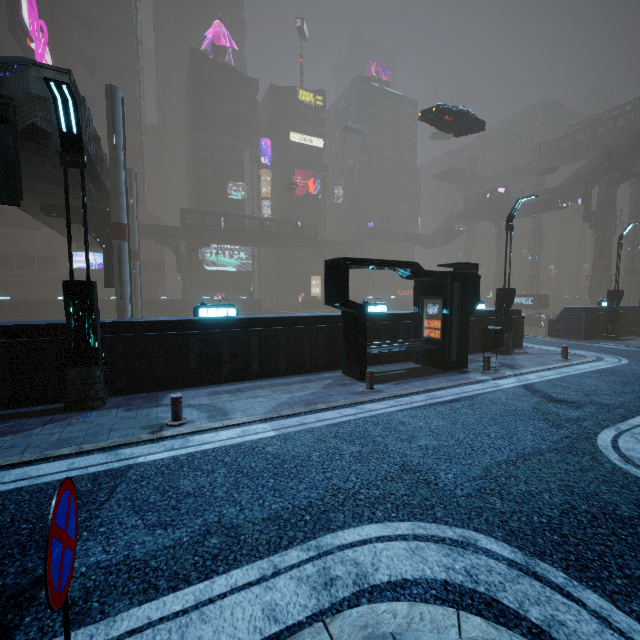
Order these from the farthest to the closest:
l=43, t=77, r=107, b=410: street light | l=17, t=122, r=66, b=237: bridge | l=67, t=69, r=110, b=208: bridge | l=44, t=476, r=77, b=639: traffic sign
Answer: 1. l=67, t=69, r=110, b=208: bridge
2. l=17, t=122, r=66, b=237: bridge
3. l=43, t=77, r=107, b=410: street light
4. l=44, t=476, r=77, b=639: traffic sign

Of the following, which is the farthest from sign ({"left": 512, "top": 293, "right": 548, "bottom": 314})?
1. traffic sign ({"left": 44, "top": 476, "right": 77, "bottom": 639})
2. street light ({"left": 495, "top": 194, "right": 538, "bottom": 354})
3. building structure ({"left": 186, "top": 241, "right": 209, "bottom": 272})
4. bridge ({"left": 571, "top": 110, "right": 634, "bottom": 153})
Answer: traffic sign ({"left": 44, "top": 476, "right": 77, "bottom": 639})

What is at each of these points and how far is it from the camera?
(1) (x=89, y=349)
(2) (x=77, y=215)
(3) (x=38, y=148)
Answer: (1) street light, 7.52m
(2) building structure, 19.33m
(3) bridge, 11.80m

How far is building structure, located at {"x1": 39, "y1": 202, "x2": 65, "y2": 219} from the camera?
18.61m

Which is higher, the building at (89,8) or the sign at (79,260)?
the building at (89,8)

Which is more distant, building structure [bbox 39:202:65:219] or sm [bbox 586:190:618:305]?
sm [bbox 586:190:618:305]

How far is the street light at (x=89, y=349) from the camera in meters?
6.9

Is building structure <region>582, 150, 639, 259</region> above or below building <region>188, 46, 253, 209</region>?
below
